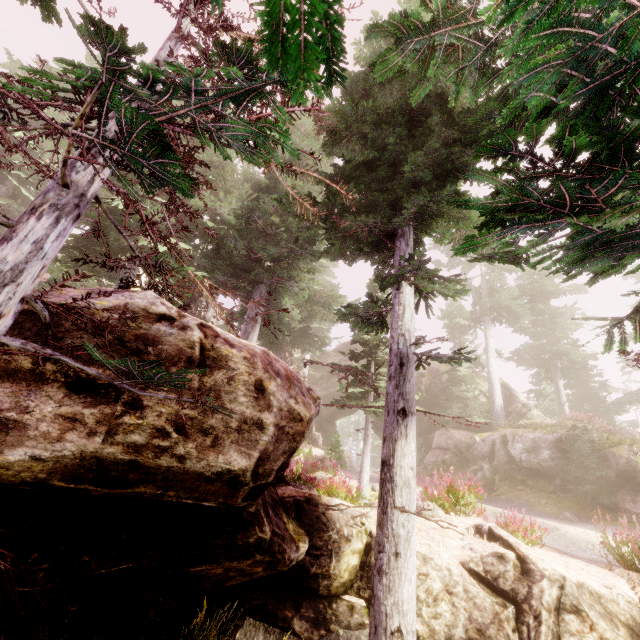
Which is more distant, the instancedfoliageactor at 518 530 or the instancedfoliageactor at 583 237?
the instancedfoliageactor at 518 530

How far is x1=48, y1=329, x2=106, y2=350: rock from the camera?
3.14m

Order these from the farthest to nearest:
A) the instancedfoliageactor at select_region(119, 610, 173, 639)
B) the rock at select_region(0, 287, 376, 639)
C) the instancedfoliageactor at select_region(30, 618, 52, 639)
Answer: the instancedfoliageactor at select_region(119, 610, 173, 639)
the instancedfoliageactor at select_region(30, 618, 52, 639)
the rock at select_region(0, 287, 376, 639)

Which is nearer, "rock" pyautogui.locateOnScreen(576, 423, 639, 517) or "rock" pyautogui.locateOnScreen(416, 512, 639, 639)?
"rock" pyautogui.locateOnScreen(416, 512, 639, 639)

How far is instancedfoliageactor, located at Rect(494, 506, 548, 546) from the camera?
7.1m

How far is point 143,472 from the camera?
3.1m

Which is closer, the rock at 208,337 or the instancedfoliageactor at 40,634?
the rock at 208,337
